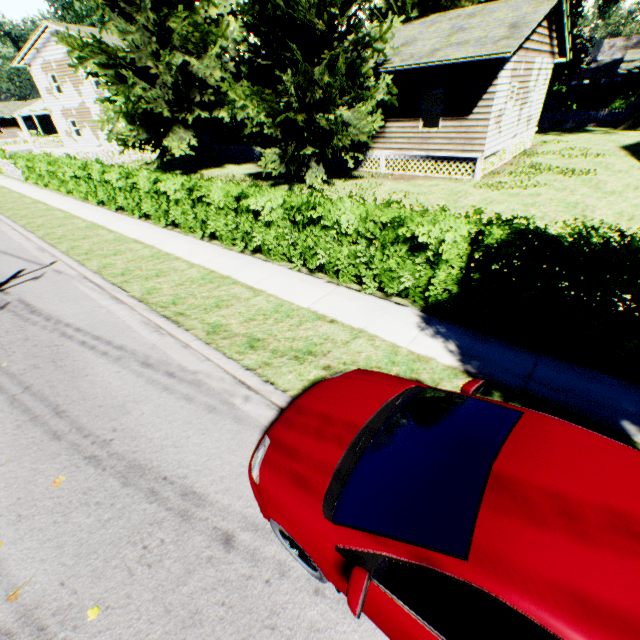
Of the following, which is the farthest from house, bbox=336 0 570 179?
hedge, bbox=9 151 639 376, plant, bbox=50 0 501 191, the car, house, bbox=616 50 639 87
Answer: house, bbox=616 50 639 87

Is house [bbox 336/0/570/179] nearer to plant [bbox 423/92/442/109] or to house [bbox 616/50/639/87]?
plant [bbox 423/92/442/109]

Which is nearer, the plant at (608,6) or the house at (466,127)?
the house at (466,127)

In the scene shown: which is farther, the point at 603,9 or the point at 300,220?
the point at 603,9

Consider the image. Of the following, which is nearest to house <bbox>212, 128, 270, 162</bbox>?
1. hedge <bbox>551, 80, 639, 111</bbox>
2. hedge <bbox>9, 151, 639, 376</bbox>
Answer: hedge <bbox>9, 151, 639, 376</bbox>

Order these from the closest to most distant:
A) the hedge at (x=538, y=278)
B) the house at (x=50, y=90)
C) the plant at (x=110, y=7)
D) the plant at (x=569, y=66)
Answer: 1. the hedge at (x=538, y=278)
2. the plant at (x=110, y=7)
3. the plant at (x=569, y=66)
4. the house at (x=50, y=90)

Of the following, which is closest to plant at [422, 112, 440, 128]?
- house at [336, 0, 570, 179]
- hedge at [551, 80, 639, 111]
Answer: house at [336, 0, 570, 179]

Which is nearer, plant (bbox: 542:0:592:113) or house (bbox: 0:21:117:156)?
plant (bbox: 542:0:592:113)
